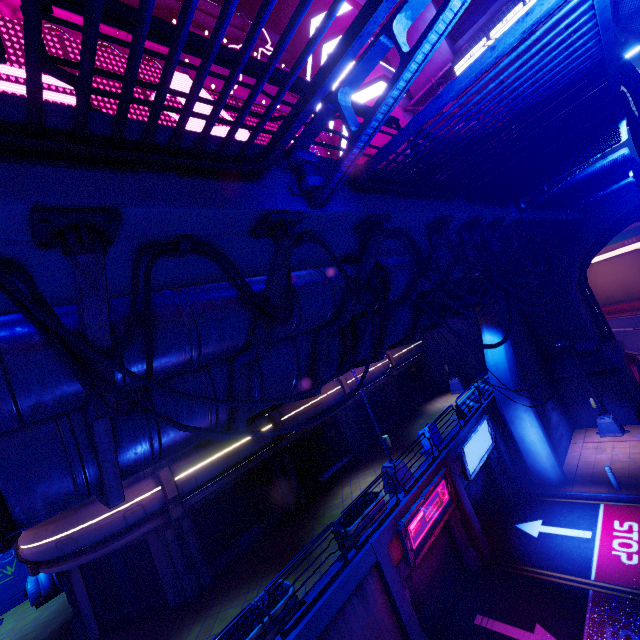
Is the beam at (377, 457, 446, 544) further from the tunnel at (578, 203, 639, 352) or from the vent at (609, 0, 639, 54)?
the vent at (609, 0, 639, 54)

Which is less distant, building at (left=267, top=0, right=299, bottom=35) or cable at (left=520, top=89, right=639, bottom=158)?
cable at (left=520, top=89, right=639, bottom=158)

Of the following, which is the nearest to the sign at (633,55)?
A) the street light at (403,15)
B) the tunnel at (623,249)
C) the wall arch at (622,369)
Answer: the wall arch at (622,369)

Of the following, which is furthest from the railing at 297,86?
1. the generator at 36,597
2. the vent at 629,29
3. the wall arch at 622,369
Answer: the generator at 36,597

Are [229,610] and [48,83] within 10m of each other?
no

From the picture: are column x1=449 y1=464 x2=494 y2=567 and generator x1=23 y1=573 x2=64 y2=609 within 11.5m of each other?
no

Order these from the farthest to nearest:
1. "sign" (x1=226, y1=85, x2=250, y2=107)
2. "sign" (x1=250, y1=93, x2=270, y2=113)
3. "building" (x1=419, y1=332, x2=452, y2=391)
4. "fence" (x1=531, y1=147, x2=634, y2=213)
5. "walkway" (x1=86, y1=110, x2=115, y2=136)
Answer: "building" (x1=419, y1=332, x2=452, y2=391) → "sign" (x1=250, y1=93, x2=270, y2=113) → "sign" (x1=226, y1=85, x2=250, y2=107) → "fence" (x1=531, y1=147, x2=634, y2=213) → "walkway" (x1=86, y1=110, x2=115, y2=136)

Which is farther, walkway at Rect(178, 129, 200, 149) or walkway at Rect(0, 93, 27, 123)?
walkway at Rect(178, 129, 200, 149)
